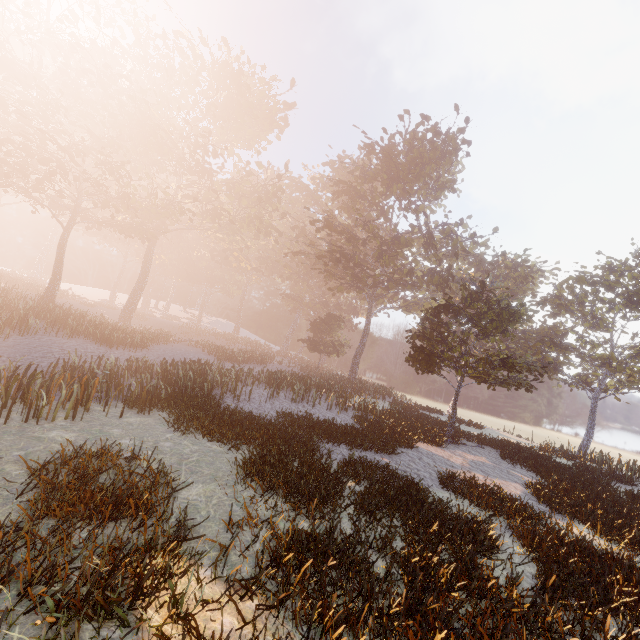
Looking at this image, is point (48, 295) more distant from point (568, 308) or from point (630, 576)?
point (568, 308)
